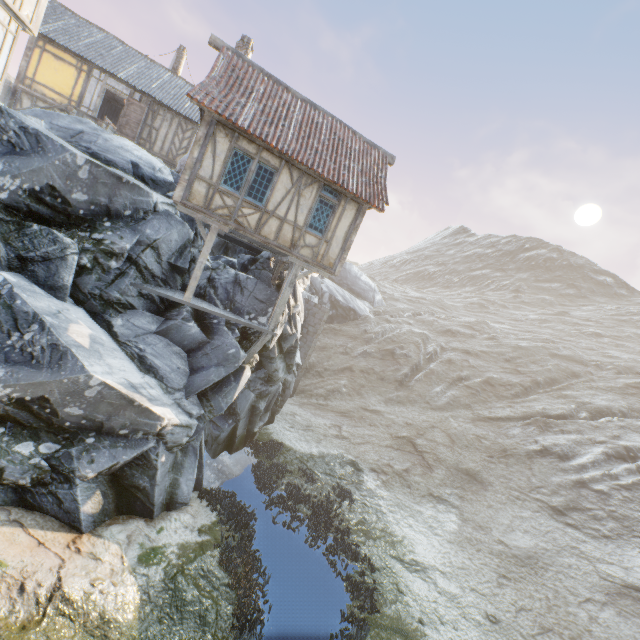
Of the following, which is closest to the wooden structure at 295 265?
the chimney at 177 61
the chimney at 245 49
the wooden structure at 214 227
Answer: the wooden structure at 214 227

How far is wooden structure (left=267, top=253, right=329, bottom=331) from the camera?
12.4 meters

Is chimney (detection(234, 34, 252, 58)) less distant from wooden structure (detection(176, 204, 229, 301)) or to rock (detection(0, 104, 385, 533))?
rock (detection(0, 104, 385, 533))

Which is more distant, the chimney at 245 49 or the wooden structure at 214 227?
the chimney at 245 49

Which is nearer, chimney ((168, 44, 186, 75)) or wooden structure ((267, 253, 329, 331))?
wooden structure ((267, 253, 329, 331))

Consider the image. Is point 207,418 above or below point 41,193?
below

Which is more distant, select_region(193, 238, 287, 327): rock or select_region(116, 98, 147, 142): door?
select_region(116, 98, 147, 142): door

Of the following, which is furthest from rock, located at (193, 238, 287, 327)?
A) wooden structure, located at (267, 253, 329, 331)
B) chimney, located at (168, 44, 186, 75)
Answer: chimney, located at (168, 44, 186, 75)
